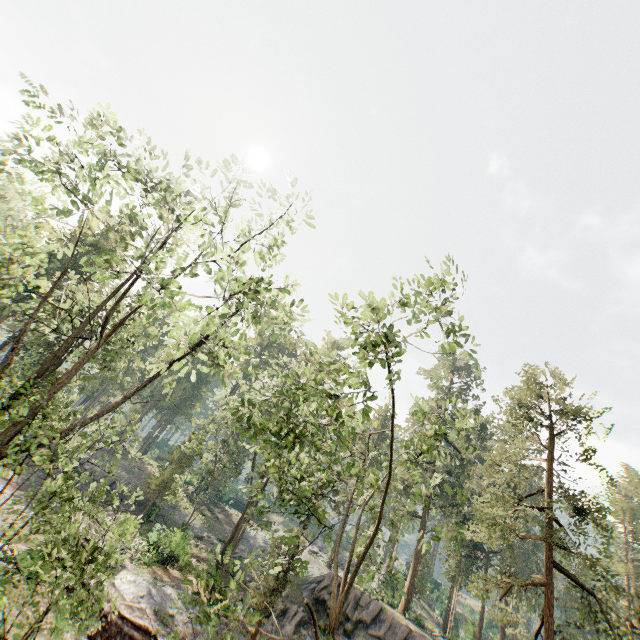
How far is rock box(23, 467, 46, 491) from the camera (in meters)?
32.66

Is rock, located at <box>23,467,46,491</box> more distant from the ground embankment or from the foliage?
the foliage

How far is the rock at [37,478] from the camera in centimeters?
3266cm

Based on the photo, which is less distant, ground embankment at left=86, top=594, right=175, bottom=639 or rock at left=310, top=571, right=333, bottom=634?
ground embankment at left=86, top=594, right=175, bottom=639

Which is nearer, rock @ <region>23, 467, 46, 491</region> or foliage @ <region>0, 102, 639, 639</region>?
foliage @ <region>0, 102, 639, 639</region>

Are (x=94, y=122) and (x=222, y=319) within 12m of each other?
yes

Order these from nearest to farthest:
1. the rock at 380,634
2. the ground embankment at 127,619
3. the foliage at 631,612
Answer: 1. the foliage at 631,612
2. the ground embankment at 127,619
3. the rock at 380,634
